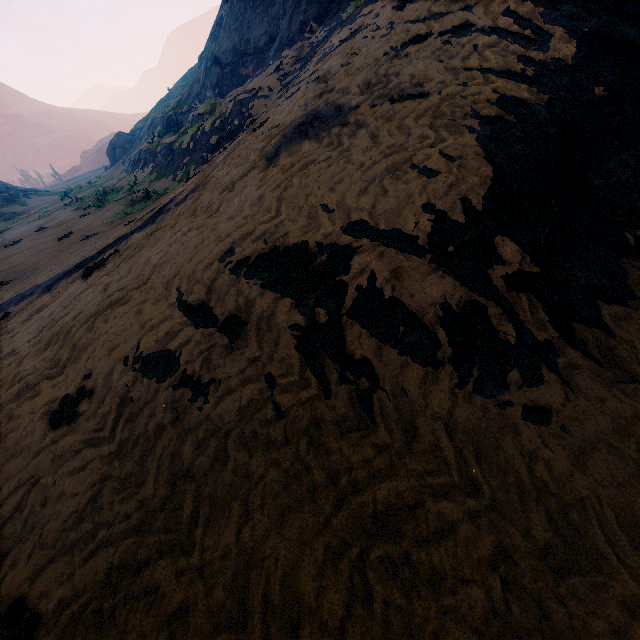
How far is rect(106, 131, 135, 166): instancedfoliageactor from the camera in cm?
3738

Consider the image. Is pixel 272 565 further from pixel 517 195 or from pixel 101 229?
pixel 101 229

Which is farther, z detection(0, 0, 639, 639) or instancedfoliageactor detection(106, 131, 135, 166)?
instancedfoliageactor detection(106, 131, 135, 166)

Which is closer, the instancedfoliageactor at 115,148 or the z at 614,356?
the z at 614,356

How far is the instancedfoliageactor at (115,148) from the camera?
37.4 meters
